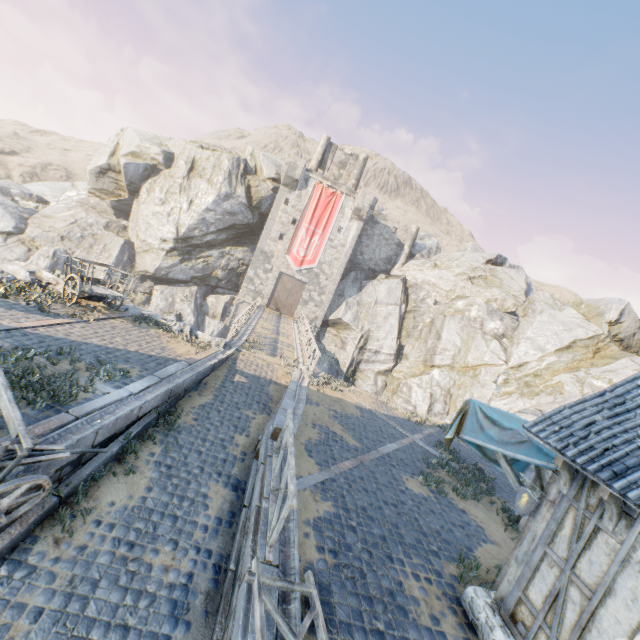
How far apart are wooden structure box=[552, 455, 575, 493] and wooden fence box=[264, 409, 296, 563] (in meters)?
4.20

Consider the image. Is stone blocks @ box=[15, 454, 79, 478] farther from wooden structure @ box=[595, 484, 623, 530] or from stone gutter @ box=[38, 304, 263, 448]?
wooden structure @ box=[595, 484, 623, 530]

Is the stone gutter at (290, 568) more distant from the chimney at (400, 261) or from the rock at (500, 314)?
the chimney at (400, 261)

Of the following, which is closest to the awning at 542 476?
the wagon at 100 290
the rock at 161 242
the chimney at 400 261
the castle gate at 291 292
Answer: the rock at 161 242

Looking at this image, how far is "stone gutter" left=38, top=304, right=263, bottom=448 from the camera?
5.8m

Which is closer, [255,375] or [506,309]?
[255,375]

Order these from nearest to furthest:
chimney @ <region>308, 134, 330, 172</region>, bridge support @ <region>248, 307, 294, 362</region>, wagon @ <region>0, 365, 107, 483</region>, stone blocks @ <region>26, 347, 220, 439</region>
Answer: wagon @ <region>0, 365, 107, 483</region>, stone blocks @ <region>26, 347, 220, 439</region>, bridge support @ <region>248, 307, 294, 362</region>, chimney @ <region>308, 134, 330, 172</region>

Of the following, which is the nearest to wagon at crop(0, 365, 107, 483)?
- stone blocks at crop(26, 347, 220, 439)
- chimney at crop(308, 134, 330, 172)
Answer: stone blocks at crop(26, 347, 220, 439)
